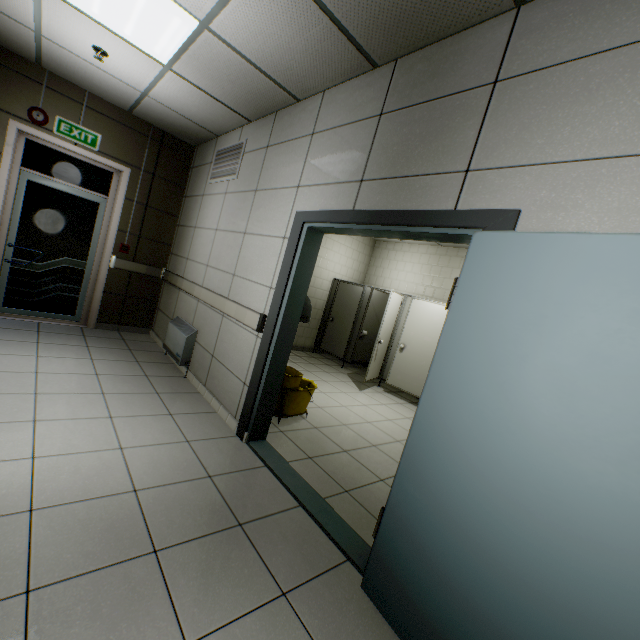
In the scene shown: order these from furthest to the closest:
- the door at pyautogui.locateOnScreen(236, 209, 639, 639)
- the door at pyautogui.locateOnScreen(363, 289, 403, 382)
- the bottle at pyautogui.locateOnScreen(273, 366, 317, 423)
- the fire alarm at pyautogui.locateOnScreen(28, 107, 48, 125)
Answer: the door at pyautogui.locateOnScreen(363, 289, 403, 382), the fire alarm at pyautogui.locateOnScreen(28, 107, 48, 125), the bottle at pyautogui.locateOnScreen(273, 366, 317, 423), the door at pyautogui.locateOnScreen(236, 209, 639, 639)

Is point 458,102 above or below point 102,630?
above

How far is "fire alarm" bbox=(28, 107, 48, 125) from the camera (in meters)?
4.04

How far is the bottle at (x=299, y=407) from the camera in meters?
3.5

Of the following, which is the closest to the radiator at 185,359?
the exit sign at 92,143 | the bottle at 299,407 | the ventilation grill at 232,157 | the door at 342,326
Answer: the bottle at 299,407

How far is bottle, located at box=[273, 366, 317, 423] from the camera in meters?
3.5

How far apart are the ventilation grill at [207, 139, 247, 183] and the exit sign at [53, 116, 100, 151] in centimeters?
162cm

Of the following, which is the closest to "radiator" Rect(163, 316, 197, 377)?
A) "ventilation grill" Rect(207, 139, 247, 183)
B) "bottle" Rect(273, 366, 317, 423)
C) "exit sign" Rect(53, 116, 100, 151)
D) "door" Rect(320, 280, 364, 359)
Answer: "bottle" Rect(273, 366, 317, 423)
